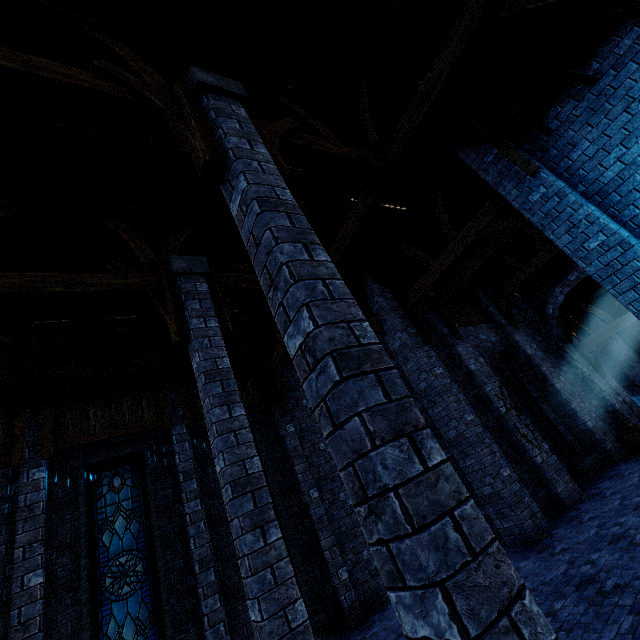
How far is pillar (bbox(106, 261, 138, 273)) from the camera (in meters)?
5.55

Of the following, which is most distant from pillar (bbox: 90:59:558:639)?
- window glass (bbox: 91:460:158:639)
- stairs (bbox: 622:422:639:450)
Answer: stairs (bbox: 622:422:639:450)

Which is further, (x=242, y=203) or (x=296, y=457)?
(x=296, y=457)

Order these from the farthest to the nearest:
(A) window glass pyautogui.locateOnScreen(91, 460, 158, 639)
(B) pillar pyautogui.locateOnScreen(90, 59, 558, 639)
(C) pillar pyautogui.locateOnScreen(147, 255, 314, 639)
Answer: (A) window glass pyautogui.locateOnScreen(91, 460, 158, 639) → (C) pillar pyautogui.locateOnScreen(147, 255, 314, 639) → (B) pillar pyautogui.locateOnScreen(90, 59, 558, 639)

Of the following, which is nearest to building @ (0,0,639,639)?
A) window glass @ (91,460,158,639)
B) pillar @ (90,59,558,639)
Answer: pillar @ (90,59,558,639)

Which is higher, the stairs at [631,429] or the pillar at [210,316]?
the pillar at [210,316]

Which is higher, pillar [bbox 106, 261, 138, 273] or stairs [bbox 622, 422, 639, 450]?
pillar [bbox 106, 261, 138, 273]

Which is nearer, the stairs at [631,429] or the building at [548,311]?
the building at [548,311]
